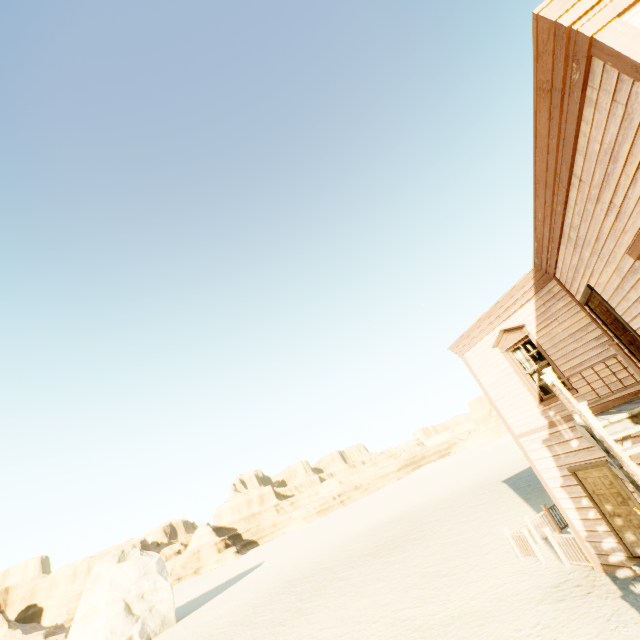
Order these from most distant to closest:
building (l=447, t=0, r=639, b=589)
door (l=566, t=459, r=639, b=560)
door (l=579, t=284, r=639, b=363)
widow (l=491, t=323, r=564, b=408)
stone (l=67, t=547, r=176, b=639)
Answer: stone (l=67, t=547, r=176, b=639) → widow (l=491, t=323, r=564, b=408) → door (l=566, t=459, r=639, b=560) → door (l=579, t=284, r=639, b=363) → building (l=447, t=0, r=639, b=589)

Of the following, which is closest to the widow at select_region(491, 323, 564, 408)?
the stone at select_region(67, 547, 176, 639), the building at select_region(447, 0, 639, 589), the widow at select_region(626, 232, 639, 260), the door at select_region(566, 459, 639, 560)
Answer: the building at select_region(447, 0, 639, 589)

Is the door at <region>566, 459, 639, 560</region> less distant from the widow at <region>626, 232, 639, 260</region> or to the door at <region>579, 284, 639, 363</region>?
the door at <region>579, 284, 639, 363</region>

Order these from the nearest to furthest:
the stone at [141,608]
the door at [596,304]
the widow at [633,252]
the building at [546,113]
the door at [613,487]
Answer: the building at [546,113] → the widow at [633,252] → the door at [596,304] → the door at [613,487] → the stone at [141,608]

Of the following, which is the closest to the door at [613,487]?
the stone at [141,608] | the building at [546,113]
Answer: the building at [546,113]

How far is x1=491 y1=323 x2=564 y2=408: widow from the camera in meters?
8.6 m

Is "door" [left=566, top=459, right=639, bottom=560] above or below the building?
below

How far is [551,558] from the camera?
10.4 meters
